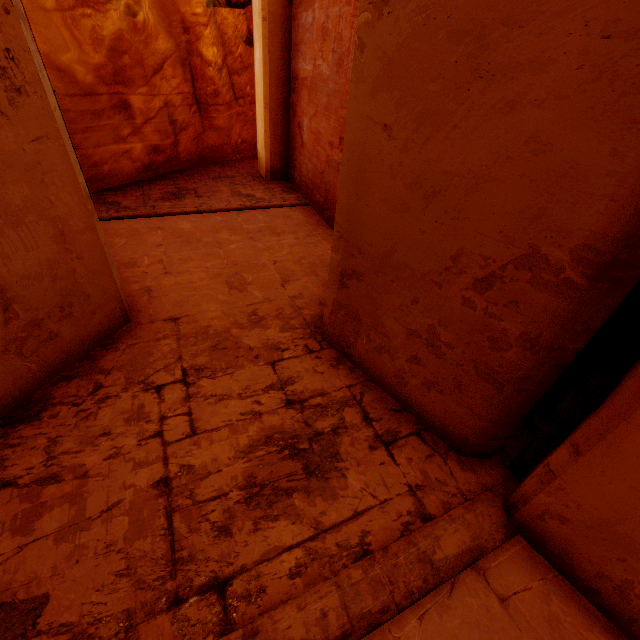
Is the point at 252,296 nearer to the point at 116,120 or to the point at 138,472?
the point at 138,472

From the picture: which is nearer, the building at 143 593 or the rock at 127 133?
the building at 143 593

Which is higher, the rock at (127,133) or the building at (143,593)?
the rock at (127,133)

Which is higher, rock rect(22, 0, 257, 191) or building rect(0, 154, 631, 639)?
rock rect(22, 0, 257, 191)

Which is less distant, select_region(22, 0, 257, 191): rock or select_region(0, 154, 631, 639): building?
select_region(0, 154, 631, 639): building
